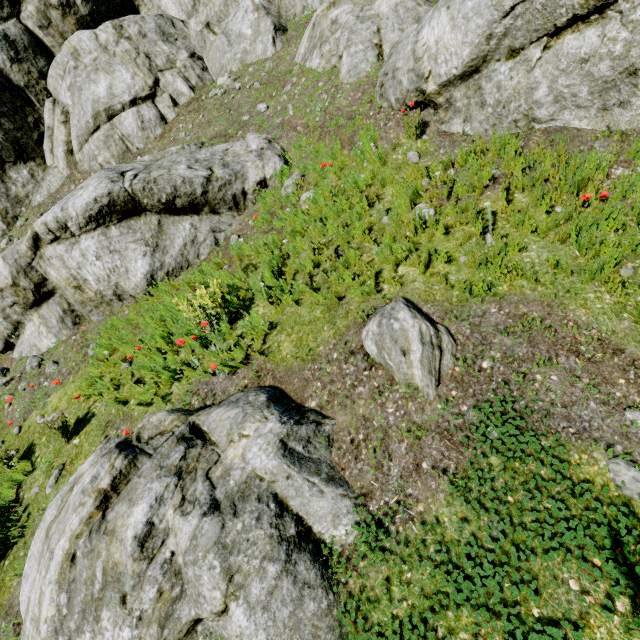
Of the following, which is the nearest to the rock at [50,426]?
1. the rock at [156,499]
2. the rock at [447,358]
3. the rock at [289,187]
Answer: the rock at [289,187]

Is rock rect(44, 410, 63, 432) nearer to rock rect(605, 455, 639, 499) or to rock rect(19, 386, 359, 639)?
rock rect(605, 455, 639, 499)

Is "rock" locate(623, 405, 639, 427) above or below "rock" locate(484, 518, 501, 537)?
above

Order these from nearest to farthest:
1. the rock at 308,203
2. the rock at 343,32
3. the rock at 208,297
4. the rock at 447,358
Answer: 1. the rock at 447,358
2. the rock at 343,32
3. the rock at 208,297
4. the rock at 308,203

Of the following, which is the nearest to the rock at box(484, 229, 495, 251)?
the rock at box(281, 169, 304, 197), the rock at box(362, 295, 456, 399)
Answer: the rock at box(281, 169, 304, 197)

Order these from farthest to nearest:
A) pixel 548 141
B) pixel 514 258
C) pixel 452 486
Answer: pixel 548 141
pixel 514 258
pixel 452 486

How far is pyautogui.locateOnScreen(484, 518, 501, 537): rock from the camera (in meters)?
2.53
